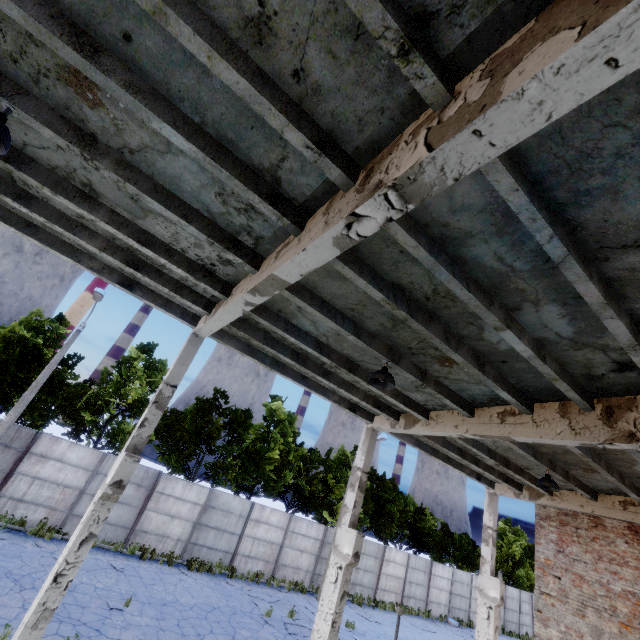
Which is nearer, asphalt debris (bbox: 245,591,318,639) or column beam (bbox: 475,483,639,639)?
column beam (bbox: 475,483,639,639)

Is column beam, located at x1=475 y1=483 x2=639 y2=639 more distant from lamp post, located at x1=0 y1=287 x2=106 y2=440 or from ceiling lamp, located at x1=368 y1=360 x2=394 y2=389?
lamp post, located at x1=0 y1=287 x2=106 y2=440

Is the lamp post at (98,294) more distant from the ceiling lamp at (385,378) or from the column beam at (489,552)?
the column beam at (489,552)

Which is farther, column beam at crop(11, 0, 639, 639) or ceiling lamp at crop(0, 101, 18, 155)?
ceiling lamp at crop(0, 101, 18, 155)

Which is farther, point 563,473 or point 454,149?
point 563,473

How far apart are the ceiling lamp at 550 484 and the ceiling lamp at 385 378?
6.20m

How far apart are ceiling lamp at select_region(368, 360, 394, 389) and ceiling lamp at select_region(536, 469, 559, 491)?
6.20m

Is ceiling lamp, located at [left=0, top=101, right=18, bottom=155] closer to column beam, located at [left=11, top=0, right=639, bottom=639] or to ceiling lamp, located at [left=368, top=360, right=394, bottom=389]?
column beam, located at [left=11, top=0, right=639, bottom=639]
